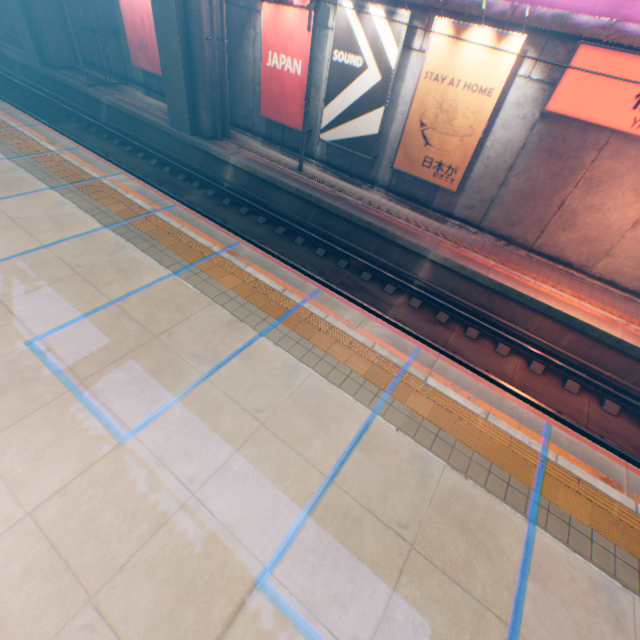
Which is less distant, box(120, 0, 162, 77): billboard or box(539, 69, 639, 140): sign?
box(539, 69, 639, 140): sign

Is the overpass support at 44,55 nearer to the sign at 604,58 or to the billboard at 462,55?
the billboard at 462,55

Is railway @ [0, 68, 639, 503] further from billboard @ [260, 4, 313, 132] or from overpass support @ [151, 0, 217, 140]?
billboard @ [260, 4, 313, 132]

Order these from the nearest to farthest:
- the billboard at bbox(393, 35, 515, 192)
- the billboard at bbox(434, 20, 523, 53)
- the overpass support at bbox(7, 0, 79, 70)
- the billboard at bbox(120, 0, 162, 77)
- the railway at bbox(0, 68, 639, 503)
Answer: the railway at bbox(0, 68, 639, 503) < the billboard at bbox(434, 20, 523, 53) < the billboard at bbox(393, 35, 515, 192) < the billboard at bbox(120, 0, 162, 77) < the overpass support at bbox(7, 0, 79, 70)

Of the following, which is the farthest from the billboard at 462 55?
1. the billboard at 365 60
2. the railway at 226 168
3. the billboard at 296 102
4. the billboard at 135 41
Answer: the billboard at 135 41

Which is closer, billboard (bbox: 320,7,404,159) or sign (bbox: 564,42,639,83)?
sign (bbox: 564,42,639,83)

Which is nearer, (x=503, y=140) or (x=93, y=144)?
(x=503, y=140)

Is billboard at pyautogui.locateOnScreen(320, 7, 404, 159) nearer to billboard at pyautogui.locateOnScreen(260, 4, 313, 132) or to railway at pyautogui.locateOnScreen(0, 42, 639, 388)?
billboard at pyautogui.locateOnScreen(260, 4, 313, 132)
